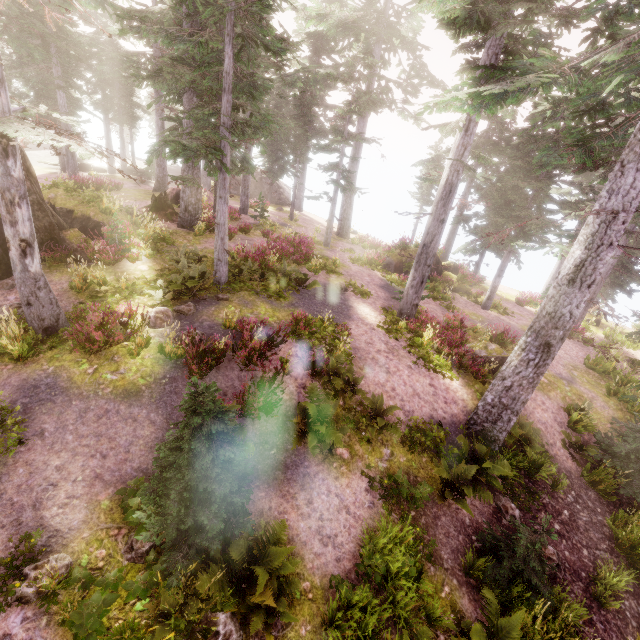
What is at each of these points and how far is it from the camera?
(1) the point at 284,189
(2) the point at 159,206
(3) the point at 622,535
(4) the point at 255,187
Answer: (1) rock, 39.28m
(2) tree trunk, 18.80m
(3) instancedfoliageactor, 9.88m
(4) rock, 36.50m

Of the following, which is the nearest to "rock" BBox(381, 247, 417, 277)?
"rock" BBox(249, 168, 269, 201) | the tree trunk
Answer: the tree trunk

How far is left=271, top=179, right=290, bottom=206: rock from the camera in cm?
3672

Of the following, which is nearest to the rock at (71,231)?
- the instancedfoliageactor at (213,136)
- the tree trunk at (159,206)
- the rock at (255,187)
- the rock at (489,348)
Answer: the instancedfoliageactor at (213,136)

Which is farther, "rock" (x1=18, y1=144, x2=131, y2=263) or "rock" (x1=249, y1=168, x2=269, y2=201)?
"rock" (x1=249, y1=168, x2=269, y2=201)

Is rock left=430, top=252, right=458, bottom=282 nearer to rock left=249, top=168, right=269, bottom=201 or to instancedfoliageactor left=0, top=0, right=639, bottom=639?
instancedfoliageactor left=0, top=0, right=639, bottom=639

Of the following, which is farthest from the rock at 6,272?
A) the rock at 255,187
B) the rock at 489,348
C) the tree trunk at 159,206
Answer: the rock at 255,187

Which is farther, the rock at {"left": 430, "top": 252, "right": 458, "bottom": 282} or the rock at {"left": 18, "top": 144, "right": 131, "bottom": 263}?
the rock at {"left": 430, "top": 252, "right": 458, "bottom": 282}
